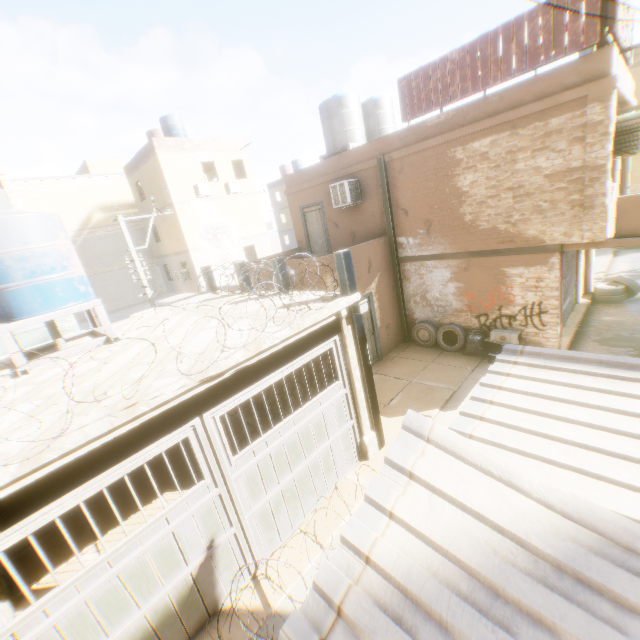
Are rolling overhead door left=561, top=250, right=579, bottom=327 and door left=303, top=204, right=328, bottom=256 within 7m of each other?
no

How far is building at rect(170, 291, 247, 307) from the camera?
8.4 meters

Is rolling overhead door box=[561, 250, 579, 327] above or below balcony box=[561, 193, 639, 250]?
below

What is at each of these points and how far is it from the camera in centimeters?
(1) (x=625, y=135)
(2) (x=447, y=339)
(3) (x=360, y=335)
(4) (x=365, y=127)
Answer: (1) air conditioner, 717cm
(2) wheel, 1121cm
(3) wooden beam, 649cm
(4) water tank, 1369cm

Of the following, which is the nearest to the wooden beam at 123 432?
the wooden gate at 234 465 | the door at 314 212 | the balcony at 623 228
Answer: the wooden gate at 234 465

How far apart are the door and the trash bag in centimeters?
664cm

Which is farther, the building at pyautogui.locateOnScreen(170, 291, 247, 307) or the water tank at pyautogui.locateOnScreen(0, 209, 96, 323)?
the building at pyautogui.locateOnScreen(170, 291, 247, 307)

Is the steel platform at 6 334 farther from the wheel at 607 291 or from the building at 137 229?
the wheel at 607 291
